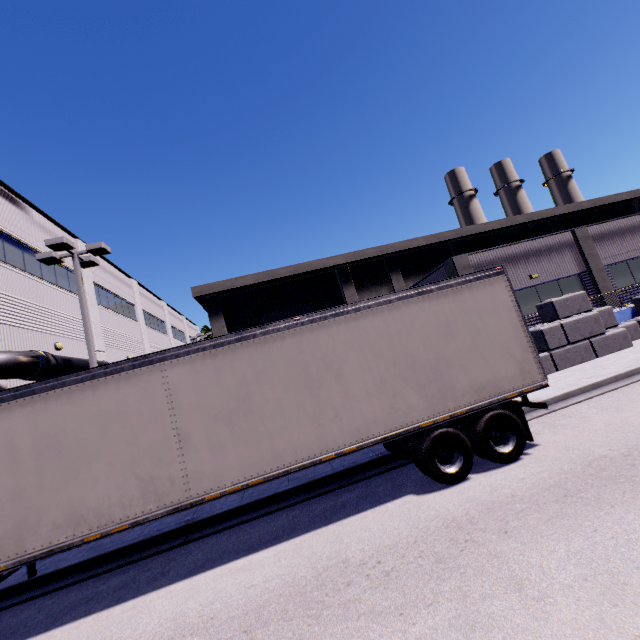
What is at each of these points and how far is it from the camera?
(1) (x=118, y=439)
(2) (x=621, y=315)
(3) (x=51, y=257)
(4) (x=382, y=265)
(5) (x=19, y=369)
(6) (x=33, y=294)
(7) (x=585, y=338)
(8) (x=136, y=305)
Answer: (1) semi trailer, 5.7 meters
(2) building, 16.1 meters
(3) light, 12.5 meters
(4) building, 25.5 meters
(5) pipe, 11.5 meters
(6) building, 15.3 meters
(7) concrete block, 13.3 meters
(8) building, 27.9 meters

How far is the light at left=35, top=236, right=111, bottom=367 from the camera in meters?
12.0 m

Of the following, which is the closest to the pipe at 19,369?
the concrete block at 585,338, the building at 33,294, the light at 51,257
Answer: the building at 33,294

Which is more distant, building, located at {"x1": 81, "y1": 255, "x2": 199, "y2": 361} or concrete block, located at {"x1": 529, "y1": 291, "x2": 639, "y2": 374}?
building, located at {"x1": 81, "y1": 255, "x2": 199, "y2": 361}

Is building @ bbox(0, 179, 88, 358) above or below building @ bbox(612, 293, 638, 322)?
above

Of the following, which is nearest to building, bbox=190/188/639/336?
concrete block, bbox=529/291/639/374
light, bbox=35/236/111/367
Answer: concrete block, bbox=529/291/639/374

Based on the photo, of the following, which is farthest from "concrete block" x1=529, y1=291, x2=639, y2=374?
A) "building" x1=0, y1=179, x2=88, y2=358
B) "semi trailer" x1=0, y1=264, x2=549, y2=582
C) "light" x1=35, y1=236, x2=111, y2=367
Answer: "light" x1=35, y1=236, x2=111, y2=367

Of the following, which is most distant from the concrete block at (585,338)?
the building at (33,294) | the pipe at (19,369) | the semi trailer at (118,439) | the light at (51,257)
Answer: the pipe at (19,369)
